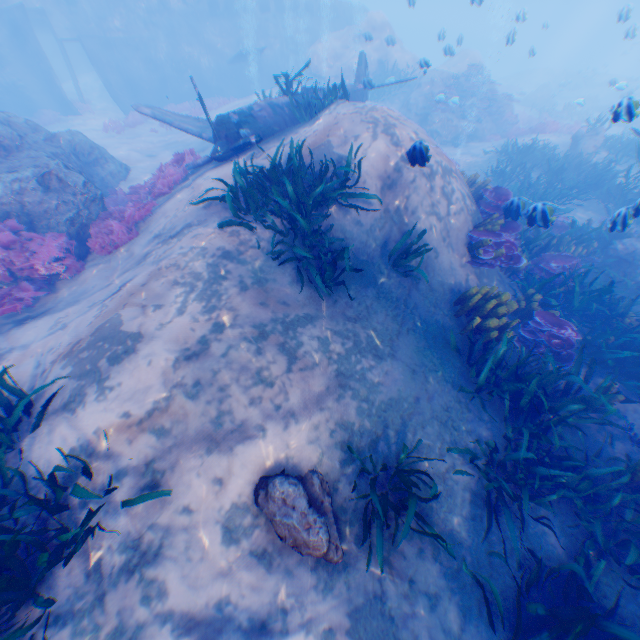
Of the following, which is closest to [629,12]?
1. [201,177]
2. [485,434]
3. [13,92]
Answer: [201,177]

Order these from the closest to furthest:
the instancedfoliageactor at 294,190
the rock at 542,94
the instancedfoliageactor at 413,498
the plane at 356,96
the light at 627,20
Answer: the instancedfoliageactor at 413,498, the instancedfoliageactor at 294,190, the plane at 356,96, the light at 627,20, the rock at 542,94

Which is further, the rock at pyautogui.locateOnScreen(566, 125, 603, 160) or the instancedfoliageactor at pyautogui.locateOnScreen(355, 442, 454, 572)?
the rock at pyautogui.locateOnScreen(566, 125, 603, 160)

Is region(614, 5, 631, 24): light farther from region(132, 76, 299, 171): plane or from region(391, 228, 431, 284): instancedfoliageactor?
region(391, 228, 431, 284): instancedfoliageactor

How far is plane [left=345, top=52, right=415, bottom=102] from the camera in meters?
12.6 m

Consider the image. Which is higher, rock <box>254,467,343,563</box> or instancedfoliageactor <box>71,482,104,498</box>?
instancedfoliageactor <box>71,482,104,498</box>

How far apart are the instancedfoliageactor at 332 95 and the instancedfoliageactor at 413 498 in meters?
9.8

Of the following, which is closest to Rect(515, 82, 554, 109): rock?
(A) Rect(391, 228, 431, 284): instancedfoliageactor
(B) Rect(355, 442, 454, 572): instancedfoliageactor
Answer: (A) Rect(391, 228, 431, 284): instancedfoliageactor
